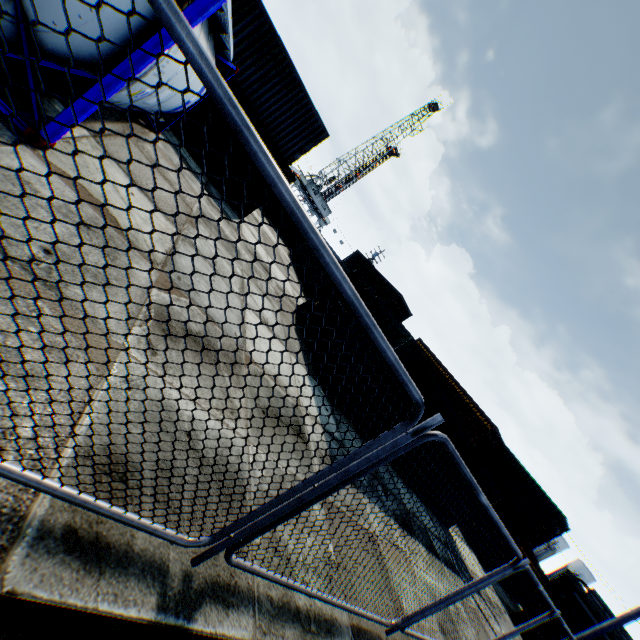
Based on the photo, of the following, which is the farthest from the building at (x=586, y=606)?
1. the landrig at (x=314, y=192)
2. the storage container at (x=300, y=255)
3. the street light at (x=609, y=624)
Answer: the landrig at (x=314, y=192)

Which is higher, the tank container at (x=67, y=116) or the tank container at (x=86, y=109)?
the tank container at (x=86, y=109)

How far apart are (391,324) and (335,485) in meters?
7.7 m

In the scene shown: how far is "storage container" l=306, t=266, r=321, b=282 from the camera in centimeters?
2091cm

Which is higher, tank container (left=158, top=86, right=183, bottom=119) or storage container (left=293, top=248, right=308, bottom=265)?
tank container (left=158, top=86, right=183, bottom=119)

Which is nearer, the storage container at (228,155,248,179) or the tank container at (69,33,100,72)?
the tank container at (69,33,100,72)

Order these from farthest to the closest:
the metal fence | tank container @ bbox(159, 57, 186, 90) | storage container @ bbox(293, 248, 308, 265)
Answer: storage container @ bbox(293, 248, 308, 265) < tank container @ bbox(159, 57, 186, 90) < the metal fence
